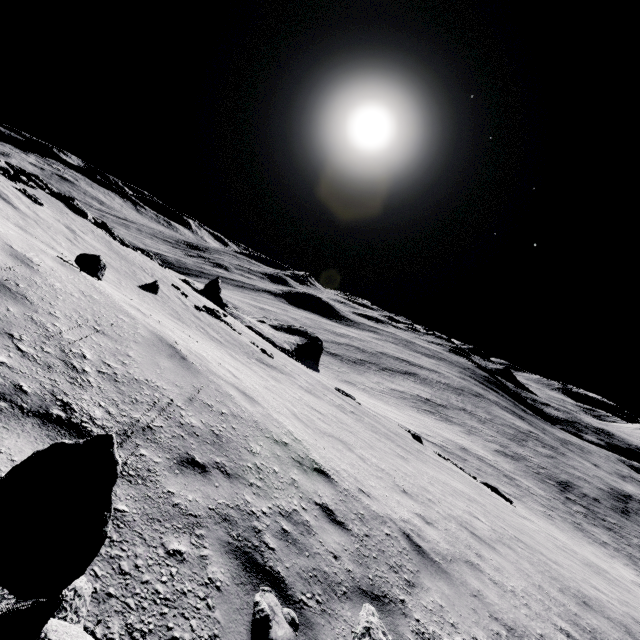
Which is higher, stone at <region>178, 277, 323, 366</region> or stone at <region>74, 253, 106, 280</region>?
stone at <region>74, 253, 106, 280</region>

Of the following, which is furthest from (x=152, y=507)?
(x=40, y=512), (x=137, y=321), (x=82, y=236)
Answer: (x=82, y=236)

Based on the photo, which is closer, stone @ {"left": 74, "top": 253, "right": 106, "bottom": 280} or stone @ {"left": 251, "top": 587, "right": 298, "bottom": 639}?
stone @ {"left": 251, "top": 587, "right": 298, "bottom": 639}

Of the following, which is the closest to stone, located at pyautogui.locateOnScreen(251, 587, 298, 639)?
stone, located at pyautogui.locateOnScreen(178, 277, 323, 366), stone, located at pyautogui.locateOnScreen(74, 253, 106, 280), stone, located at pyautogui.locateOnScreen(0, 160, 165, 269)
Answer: stone, located at pyautogui.locateOnScreen(74, 253, 106, 280)

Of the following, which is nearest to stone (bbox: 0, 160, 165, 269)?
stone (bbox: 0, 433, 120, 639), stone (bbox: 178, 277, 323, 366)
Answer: stone (bbox: 178, 277, 323, 366)

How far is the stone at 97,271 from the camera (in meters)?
7.12

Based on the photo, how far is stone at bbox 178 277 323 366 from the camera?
30.30m

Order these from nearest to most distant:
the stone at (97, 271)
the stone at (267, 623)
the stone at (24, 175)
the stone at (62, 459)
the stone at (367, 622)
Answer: the stone at (62, 459), the stone at (267, 623), the stone at (367, 622), the stone at (97, 271), the stone at (24, 175)
